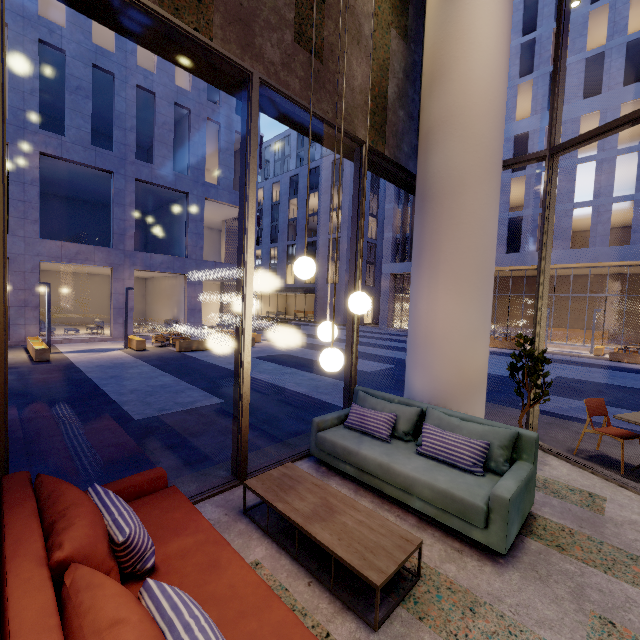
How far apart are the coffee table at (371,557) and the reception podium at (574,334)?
30.8m

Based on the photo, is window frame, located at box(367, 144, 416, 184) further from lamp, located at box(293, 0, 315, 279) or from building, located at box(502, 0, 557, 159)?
building, located at box(502, 0, 557, 159)

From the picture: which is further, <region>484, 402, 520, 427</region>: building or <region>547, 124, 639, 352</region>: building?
<region>547, 124, 639, 352</region>: building

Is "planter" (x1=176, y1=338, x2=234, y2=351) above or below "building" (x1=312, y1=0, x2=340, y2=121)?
below

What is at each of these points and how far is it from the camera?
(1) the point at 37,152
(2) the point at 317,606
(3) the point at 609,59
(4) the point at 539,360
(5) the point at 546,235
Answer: (1) building, 14.8m
(2) building, 2.2m
(3) building, 20.7m
(4) tree, 4.7m
(5) window frame, 5.0m

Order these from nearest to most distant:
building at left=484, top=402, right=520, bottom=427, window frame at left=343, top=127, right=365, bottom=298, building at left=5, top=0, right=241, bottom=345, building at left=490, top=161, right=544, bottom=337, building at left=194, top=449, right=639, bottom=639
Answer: building at left=194, top=449, right=639, bottom=639 → window frame at left=343, top=127, right=365, bottom=298 → building at left=484, top=402, right=520, bottom=427 → building at left=5, top=0, right=241, bottom=345 → building at left=490, top=161, right=544, bottom=337

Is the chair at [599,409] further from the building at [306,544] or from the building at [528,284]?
the building at [528,284]

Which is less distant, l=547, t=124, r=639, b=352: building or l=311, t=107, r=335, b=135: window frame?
l=311, t=107, r=335, b=135: window frame
